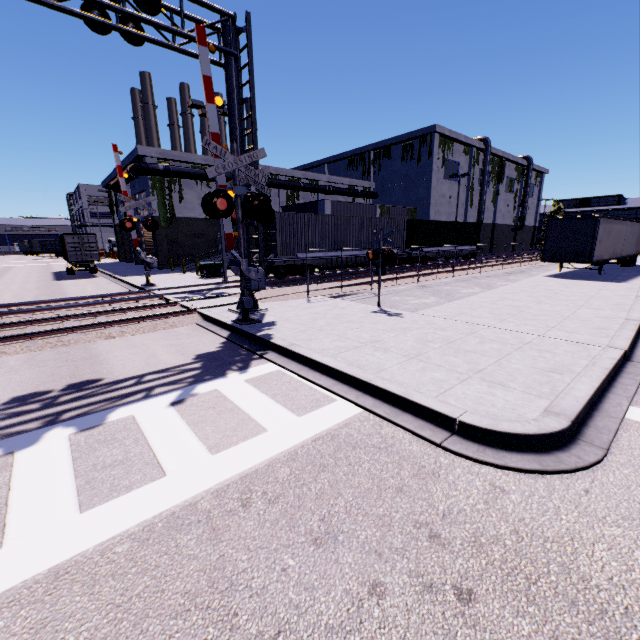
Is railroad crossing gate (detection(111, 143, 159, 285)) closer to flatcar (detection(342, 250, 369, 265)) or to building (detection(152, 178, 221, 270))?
building (detection(152, 178, 221, 270))

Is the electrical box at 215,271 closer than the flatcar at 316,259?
No

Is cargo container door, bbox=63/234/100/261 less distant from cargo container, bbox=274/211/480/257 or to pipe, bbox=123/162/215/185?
cargo container, bbox=274/211/480/257

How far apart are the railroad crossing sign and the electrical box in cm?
1396

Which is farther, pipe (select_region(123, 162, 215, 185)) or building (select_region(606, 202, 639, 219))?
A: building (select_region(606, 202, 639, 219))

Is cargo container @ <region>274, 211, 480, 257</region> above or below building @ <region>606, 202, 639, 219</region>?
below

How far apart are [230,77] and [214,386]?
9.4m

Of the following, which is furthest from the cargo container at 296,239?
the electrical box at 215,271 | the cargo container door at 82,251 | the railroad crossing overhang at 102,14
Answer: the electrical box at 215,271
